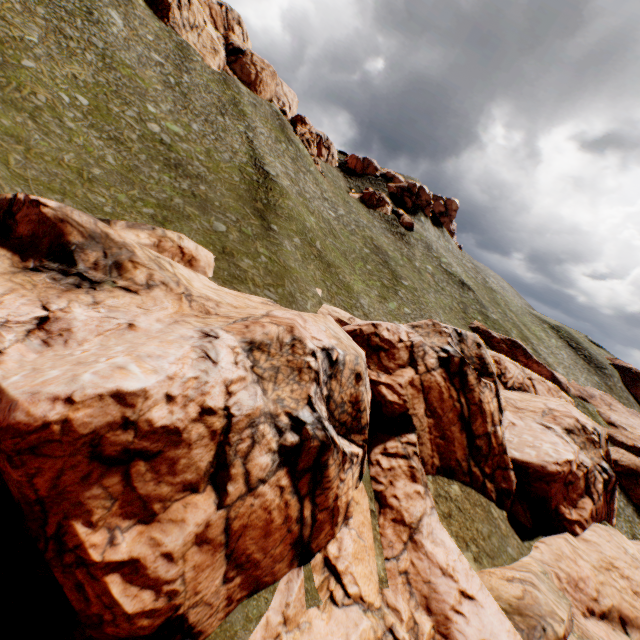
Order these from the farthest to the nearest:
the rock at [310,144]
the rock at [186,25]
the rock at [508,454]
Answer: the rock at [310,144] < the rock at [186,25] < the rock at [508,454]

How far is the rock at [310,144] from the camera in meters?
57.0 m

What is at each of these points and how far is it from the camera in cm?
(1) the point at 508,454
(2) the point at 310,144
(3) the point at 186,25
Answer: (1) rock, 2575
(2) rock, 5769
(3) rock, 4878

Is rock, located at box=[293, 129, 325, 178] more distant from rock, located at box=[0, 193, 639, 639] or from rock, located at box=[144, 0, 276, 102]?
rock, located at box=[0, 193, 639, 639]

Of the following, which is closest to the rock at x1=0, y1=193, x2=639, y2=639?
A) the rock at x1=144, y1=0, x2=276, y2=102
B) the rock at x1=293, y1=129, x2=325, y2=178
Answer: the rock at x1=144, y1=0, x2=276, y2=102

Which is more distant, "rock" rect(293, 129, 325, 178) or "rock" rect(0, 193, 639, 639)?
"rock" rect(293, 129, 325, 178)

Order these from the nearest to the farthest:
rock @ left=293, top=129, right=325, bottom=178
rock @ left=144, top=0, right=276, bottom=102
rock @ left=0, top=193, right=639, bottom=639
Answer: rock @ left=0, top=193, right=639, bottom=639, rock @ left=144, top=0, right=276, bottom=102, rock @ left=293, top=129, right=325, bottom=178
